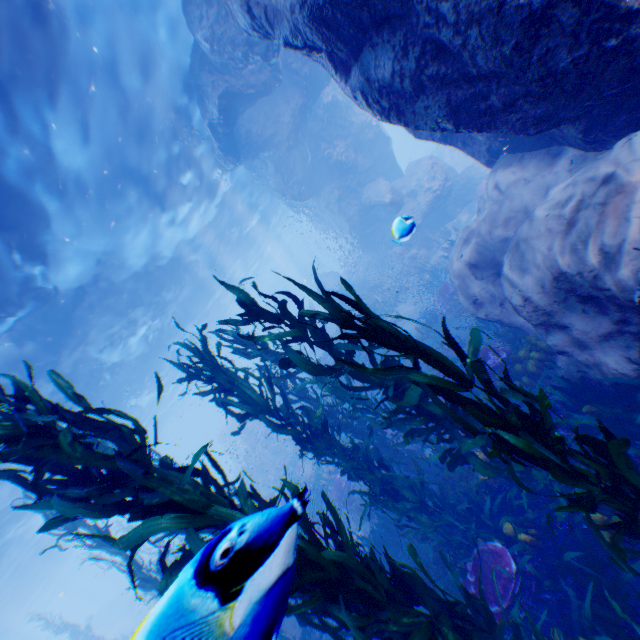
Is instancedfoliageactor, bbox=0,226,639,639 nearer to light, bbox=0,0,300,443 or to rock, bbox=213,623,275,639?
rock, bbox=213,623,275,639

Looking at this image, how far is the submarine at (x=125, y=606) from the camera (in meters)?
39.53

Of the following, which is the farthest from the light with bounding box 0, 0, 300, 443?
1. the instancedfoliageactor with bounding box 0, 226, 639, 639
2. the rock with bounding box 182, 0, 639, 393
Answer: the instancedfoliageactor with bounding box 0, 226, 639, 639

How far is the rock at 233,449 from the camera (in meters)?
20.99

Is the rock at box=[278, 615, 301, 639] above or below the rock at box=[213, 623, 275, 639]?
below

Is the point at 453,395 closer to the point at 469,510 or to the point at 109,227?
the point at 469,510

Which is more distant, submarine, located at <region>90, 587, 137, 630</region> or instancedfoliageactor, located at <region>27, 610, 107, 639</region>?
submarine, located at <region>90, 587, 137, 630</region>
